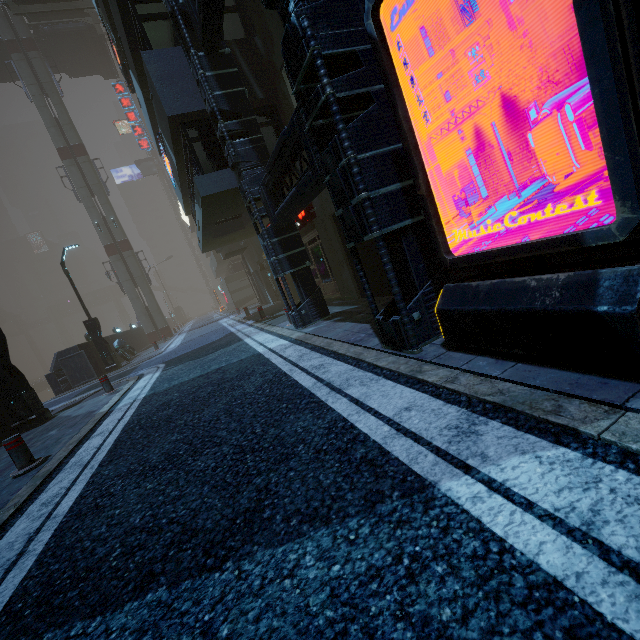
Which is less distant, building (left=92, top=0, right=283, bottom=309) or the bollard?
the bollard

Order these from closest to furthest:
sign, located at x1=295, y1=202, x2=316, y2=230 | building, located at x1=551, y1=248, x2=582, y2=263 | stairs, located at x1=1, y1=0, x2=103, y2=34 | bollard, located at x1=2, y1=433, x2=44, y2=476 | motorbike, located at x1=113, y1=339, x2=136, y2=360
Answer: building, located at x1=551, y1=248, x2=582, y2=263 → bollard, located at x1=2, y1=433, x2=44, y2=476 → sign, located at x1=295, y1=202, x2=316, y2=230 → motorbike, located at x1=113, y1=339, x2=136, y2=360 → stairs, located at x1=1, y1=0, x2=103, y2=34

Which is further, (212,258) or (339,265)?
(212,258)

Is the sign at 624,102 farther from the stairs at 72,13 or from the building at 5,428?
the stairs at 72,13

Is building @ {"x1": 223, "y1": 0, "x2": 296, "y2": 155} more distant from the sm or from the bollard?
the bollard

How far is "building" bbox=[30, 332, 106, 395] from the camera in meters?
16.0 m

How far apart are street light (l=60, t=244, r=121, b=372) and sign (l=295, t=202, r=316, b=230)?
10.5m

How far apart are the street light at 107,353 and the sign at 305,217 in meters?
10.5 m
